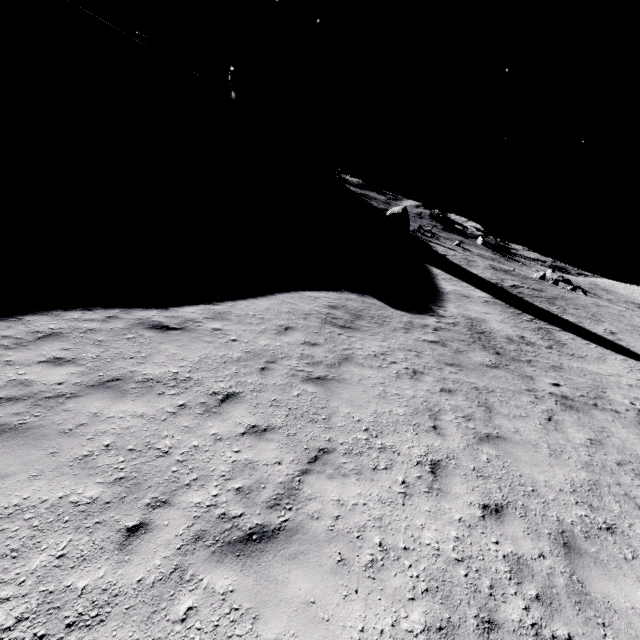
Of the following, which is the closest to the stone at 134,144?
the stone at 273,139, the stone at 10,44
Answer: the stone at 10,44

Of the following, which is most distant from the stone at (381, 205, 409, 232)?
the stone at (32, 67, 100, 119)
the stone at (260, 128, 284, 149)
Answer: the stone at (32, 67, 100, 119)

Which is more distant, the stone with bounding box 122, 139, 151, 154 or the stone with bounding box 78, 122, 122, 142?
the stone with bounding box 122, 139, 151, 154

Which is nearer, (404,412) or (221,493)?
(221,493)

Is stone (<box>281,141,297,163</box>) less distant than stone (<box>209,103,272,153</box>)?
No

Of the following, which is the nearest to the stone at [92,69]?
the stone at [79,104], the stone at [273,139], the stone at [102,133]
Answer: the stone at [79,104]

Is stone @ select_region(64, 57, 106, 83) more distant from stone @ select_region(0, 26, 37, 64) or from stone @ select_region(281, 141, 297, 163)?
stone @ select_region(281, 141, 297, 163)

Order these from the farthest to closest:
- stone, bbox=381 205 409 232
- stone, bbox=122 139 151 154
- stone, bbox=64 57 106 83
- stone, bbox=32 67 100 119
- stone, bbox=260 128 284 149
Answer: stone, bbox=260 128 284 149
stone, bbox=381 205 409 232
stone, bbox=64 57 106 83
stone, bbox=122 139 151 154
stone, bbox=32 67 100 119
